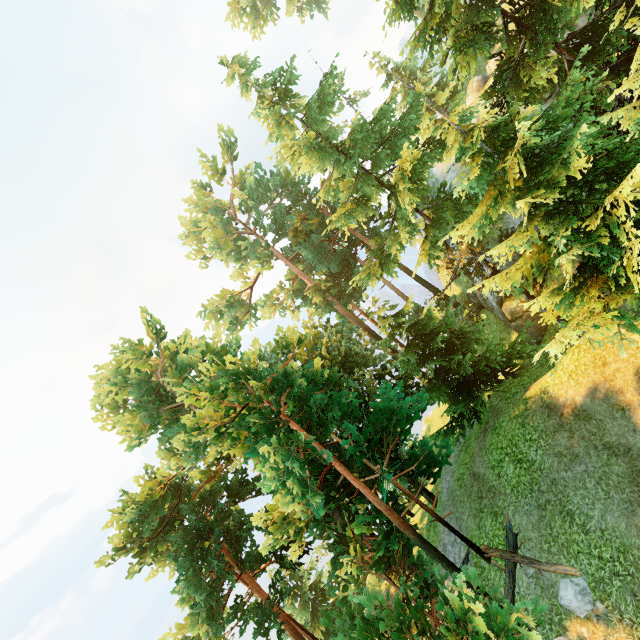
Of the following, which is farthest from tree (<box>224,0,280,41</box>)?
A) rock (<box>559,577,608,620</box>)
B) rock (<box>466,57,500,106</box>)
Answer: rock (<box>466,57,500,106</box>)

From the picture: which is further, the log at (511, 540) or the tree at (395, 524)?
the log at (511, 540)

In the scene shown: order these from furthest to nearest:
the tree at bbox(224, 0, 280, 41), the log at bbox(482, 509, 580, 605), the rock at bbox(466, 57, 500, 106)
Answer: the tree at bbox(224, 0, 280, 41) < the rock at bbox(466, 57, 500, 106) < the log at bbox(482, 509, 580, 605)

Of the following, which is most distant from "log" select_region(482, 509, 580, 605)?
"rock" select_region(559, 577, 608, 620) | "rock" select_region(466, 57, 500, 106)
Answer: "rock" select_region(466, 57, 500, 106)

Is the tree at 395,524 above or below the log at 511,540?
above

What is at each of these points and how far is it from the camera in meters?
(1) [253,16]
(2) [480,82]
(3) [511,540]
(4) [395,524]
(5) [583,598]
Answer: (1) tree, 35.8 m
(2) rock, 21.5 m
(3) log, 12.1 m
(4) tree, 11.4 m
(5) rock, 9.3 m

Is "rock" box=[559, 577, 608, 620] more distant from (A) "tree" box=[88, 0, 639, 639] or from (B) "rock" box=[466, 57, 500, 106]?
(B) "rock" box=[466, 57, 500, 106]
